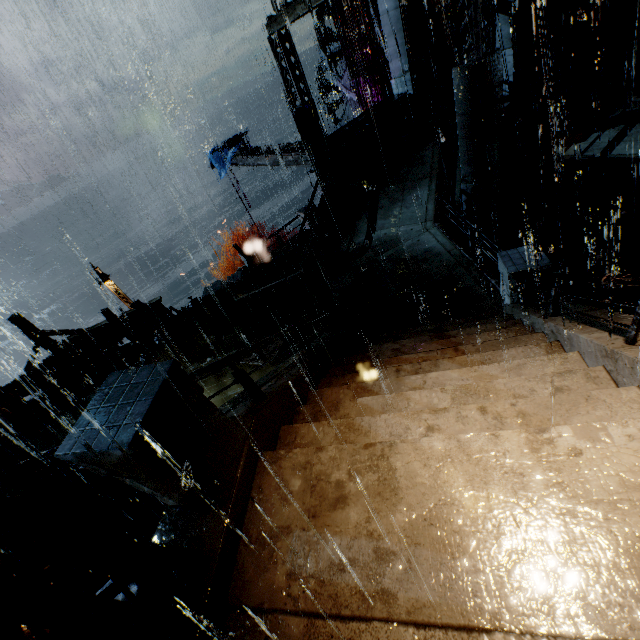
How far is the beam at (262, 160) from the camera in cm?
1656

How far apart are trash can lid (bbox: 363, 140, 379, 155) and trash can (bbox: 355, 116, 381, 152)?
0.0m

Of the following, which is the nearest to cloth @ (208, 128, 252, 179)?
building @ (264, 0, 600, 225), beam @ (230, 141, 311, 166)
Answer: beam @ (230, 141, 311, 166)

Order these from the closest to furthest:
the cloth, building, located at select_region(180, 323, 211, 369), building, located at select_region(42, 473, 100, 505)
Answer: building, located at select_region(42, 473, 100, 505)
building, located at select_region(180, 323, 211, 369)
the cloth

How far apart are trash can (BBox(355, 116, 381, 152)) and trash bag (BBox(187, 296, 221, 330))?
10.4m

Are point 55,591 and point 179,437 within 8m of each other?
yes

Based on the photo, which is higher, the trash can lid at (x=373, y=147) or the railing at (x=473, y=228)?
the trash can lid at (x=373, y=147)

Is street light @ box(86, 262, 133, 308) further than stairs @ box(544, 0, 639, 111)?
Yes
